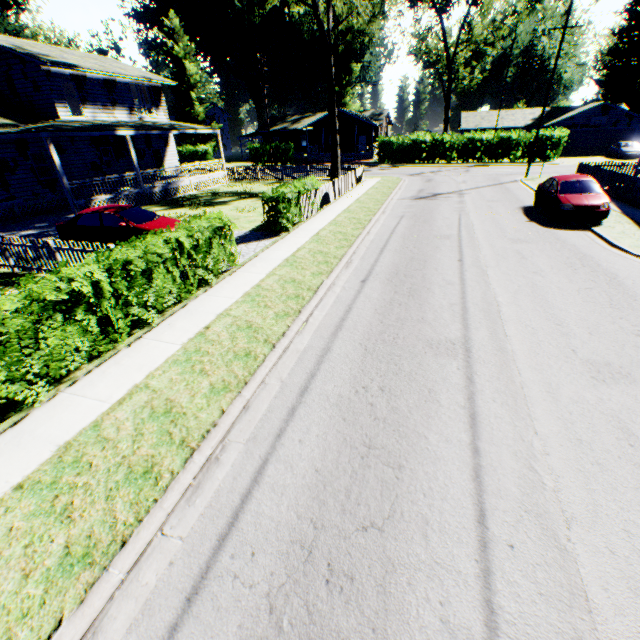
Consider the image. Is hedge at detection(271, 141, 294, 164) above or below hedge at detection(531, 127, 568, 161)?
below

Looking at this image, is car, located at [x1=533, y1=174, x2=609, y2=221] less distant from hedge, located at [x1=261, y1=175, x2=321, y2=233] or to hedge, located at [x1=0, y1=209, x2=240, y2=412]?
hedge, located at [x1=261, y1=175, x2=321, y2=233]

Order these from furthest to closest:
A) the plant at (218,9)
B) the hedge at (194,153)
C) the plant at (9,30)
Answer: the hedge at (194,153)
the plant at (218,9)
the plant at (9,30)

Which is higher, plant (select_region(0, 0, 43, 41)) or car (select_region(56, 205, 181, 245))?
→ plant (select_region(0, 0, 43, 41))

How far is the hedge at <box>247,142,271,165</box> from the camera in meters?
44.8

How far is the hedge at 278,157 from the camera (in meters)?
43.98

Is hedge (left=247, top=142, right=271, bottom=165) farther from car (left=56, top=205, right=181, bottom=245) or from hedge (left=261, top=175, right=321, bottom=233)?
car (left=56, top=205, right=181, bottom=245)

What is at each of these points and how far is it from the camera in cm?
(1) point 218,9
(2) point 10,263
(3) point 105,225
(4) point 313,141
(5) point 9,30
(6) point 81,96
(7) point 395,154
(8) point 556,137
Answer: (1) plant, 5466
(2) fence, 1109
(3) car, 1222
(4) house, 5344
(5) plant, 2911
(6) house, 2180
(7) hedge, 4000
(8) hedge, 3478
